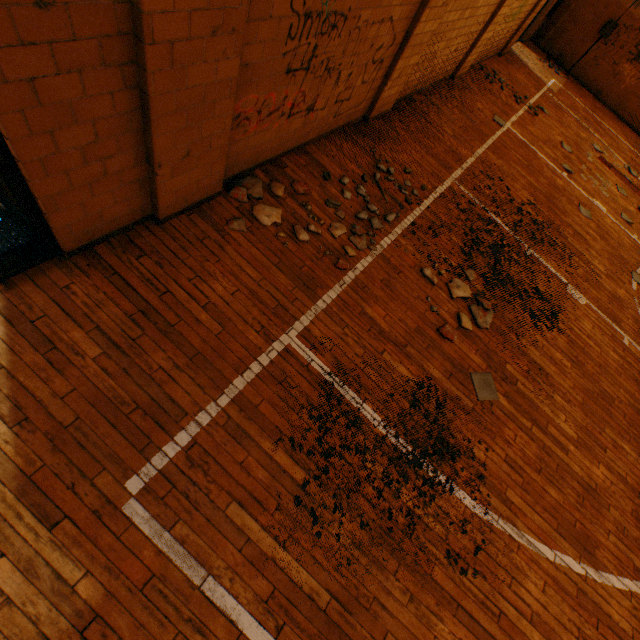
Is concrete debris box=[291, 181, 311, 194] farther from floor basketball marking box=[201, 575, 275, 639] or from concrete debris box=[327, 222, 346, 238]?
floor basketball marking box=[201, 575, 275, 639]

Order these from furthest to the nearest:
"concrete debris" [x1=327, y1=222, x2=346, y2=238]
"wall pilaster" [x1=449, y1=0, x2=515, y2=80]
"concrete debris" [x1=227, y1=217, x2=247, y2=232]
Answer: "wall pilaster" [x1=449, y1=0, x2=515, y2=80], "concrete debris" [x1=327, y1=222, x2=346, y2=238], "concrete debris" [x1=227, y1=217, x2=247, y2=232]

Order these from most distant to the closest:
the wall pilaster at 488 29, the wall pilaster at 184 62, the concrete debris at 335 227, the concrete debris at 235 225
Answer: the wall pilaster at 488 29 → the concrete debris at 335 227 → the concrete debris at 235 225 → the wall pilaster at 184 62

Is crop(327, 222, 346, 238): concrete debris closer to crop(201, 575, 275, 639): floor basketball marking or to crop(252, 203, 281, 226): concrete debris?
crop(201, 575, 275, 639): floor basketball marking

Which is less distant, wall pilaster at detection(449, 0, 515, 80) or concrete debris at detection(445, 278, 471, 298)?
concrete debris at detection(445, 278, 471, 298)

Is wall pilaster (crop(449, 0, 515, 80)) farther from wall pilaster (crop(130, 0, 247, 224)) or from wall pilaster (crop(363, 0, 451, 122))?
wall pilaster (crop(130, 0, 247, 224))

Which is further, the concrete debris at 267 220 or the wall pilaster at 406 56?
the wall pilaster at 406 56

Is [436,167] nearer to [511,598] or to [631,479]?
[631,479]
